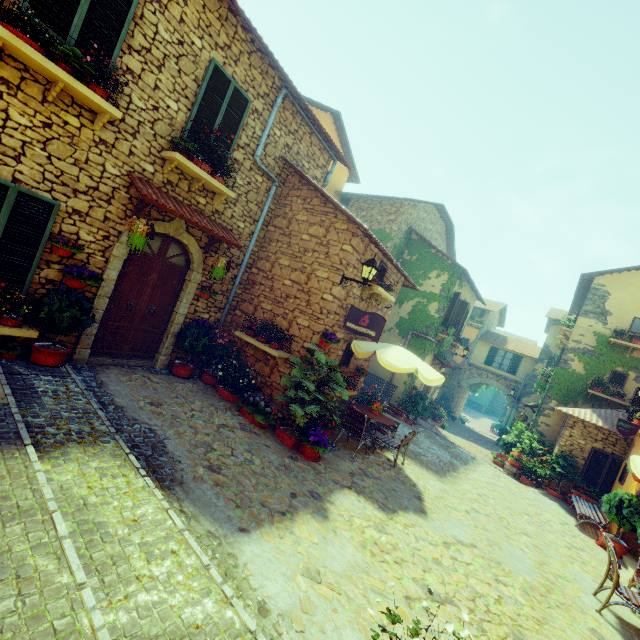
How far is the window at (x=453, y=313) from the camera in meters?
14.6 m

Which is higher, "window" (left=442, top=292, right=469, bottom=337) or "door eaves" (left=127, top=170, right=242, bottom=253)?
"window" (left=442, top=292, right=469, bottom=337)

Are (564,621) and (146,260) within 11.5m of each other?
yes

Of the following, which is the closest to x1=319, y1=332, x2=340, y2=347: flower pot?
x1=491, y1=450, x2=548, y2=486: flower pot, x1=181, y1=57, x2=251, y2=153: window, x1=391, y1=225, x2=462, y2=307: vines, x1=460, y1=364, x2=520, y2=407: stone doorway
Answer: x1=181, y1=57, x2=251, y2=153: window

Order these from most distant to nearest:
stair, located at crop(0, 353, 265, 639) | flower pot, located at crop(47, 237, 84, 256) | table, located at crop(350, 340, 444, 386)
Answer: table, located at crop(350, 340, 444, 386), flower pot, located at crop(47, 237, 84, 256), stair, located at crop(0, 353, 265, 639)

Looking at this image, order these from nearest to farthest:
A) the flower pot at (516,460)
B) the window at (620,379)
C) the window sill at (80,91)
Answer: the window sill at (80,91)
the flower pot at (516,460)
the window at (620,379)

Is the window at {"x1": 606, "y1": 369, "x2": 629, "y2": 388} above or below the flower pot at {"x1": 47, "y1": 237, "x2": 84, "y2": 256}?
above

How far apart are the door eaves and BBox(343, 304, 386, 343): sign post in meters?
2.9 m
